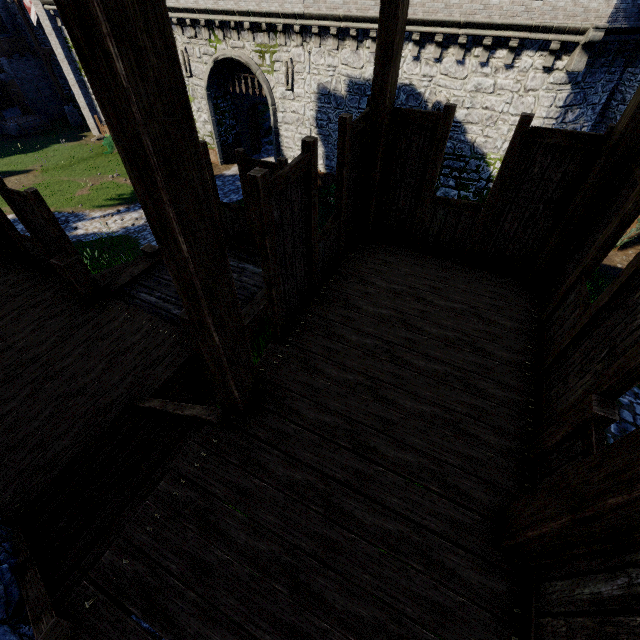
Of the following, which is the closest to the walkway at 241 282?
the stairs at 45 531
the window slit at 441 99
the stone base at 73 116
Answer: the stairs at 45 531

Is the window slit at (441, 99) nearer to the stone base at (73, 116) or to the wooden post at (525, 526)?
the wooden post at (525, 526)

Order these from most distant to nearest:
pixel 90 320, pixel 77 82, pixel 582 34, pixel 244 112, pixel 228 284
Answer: pixel 77 82 → pixel 244 112 → pixel 582 34 → pixel 90 320 → pixel 228 284

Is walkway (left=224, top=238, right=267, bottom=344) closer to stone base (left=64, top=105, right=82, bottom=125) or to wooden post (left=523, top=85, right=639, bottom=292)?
wooden post (left=523, top=85, right=639, bottom=292)

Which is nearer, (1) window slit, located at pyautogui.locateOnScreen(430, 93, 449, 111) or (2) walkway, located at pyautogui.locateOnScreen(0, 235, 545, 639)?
(2) walkway, located at pyautogui.locateOnScreen(0, 235, 545, 639)

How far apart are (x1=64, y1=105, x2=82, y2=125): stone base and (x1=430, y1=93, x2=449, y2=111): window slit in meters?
31.0

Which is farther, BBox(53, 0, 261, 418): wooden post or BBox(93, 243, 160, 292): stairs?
BBox(93, 243, 160, 292): stairs

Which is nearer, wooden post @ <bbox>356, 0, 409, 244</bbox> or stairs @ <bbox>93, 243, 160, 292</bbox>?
wooden post @ <bbox>356, 0, 409, 244</bbox>
